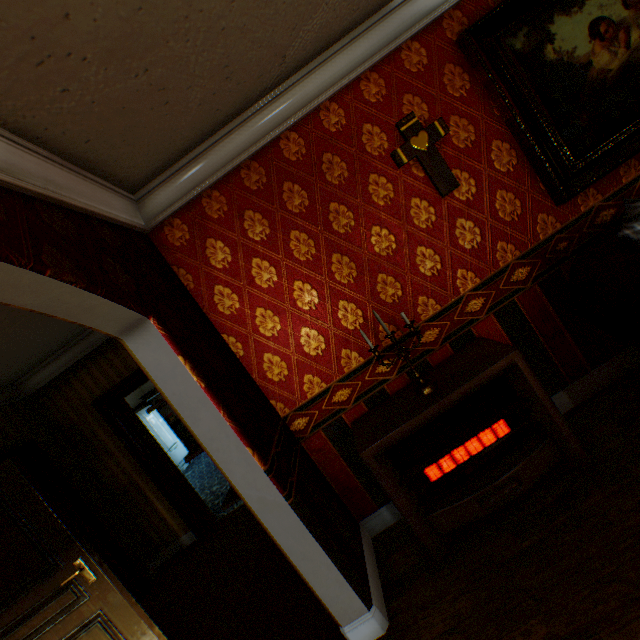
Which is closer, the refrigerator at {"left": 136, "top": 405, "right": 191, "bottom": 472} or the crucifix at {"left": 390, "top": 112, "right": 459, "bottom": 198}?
the crucifix at {"left": 390, "top": 112, "right": 459, "bottom": 198}

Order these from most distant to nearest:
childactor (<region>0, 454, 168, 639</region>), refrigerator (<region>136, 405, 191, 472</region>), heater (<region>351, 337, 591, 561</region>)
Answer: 1. refrigerator (<region>136, 405, 191, 472</region>)
2. childactor (<region>0, 454, 168, 639</region>)
3. heater (<region>351, 337, 591, 561</region>)

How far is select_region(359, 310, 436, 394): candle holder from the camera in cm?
220

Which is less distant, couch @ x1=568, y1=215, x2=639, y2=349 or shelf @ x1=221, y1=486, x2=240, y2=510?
couch @ x1=568, y1=215, x2=639, y2=349

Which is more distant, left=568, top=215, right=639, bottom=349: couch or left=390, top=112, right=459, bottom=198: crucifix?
left=390, top=112, right=459, bottom=198: crucifix

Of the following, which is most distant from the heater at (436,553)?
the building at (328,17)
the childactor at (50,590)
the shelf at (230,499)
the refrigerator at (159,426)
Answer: the refrigerator at (159,426)

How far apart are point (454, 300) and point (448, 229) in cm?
54

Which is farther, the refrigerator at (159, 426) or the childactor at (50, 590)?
the refrigerator at (159, 426)
